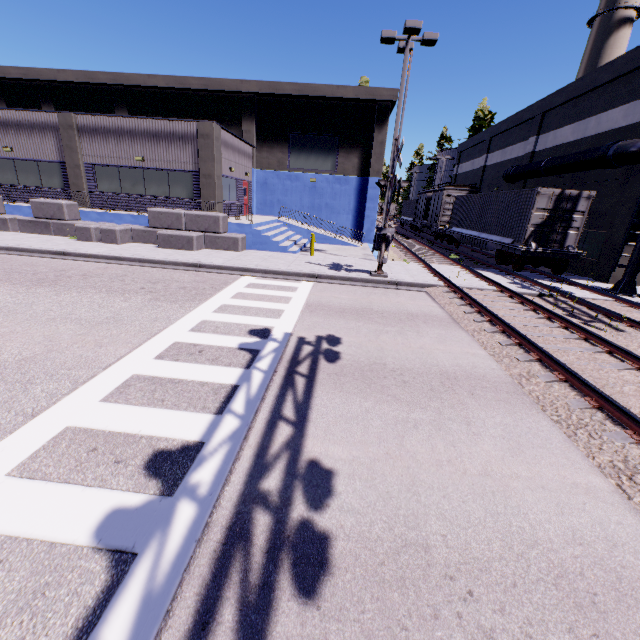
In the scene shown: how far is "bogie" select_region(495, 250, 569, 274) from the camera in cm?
1578

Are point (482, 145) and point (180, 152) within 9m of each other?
no

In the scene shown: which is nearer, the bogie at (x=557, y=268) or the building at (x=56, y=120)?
the bogie at (x=557, y=268)

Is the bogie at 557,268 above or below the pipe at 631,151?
below

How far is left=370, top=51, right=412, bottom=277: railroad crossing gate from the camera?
11.2 meters

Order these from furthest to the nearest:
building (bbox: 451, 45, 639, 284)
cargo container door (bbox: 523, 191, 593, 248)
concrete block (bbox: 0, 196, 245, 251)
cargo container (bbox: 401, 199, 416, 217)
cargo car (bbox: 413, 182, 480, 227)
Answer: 1. cargo container (bbox: 401, 199, 416, 217)
2. cargo car (bbox: 413, 182, 480, 227)
3. concrete block (bbox: 0, 196, 245, 251)
4. building (bbox: 451, 45, 639, 284)
5. cargo container door (bbox: 523, 191, 593, 248)

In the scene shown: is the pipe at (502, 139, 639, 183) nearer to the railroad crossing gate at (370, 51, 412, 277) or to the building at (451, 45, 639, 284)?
the building at (451, 45, 639, 284)

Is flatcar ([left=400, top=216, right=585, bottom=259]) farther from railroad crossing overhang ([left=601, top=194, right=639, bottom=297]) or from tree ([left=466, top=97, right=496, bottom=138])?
tree ([left=466, top=97, right=496, bottom=138])
